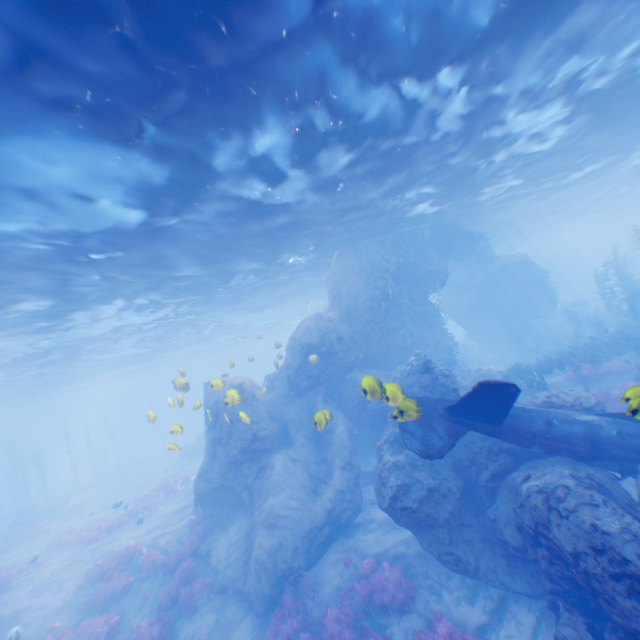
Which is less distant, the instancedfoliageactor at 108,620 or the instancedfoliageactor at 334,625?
the instancedfoliageactor at 334,625

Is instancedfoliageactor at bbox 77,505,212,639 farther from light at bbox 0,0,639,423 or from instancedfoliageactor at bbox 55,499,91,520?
instancedfoliageactor at bbox 55,499,91,520

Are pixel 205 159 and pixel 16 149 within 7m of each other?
yes

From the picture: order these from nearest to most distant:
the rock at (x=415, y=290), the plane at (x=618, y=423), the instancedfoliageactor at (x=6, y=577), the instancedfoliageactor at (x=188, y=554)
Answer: the rock at (x=415, y=290)
the plane at (x=618, y=423)
the instancedfoliageactor at (x=188, y=554)
the instancedfoliageactor at (x=6, y=577)

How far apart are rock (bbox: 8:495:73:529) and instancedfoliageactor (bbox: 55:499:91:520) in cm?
253

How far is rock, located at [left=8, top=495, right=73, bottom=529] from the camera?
26.7 meters

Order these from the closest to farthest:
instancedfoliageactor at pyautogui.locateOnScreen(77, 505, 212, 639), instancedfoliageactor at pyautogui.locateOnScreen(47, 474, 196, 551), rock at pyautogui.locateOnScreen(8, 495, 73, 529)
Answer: instancedfoliageactor at pyautogui.locateOnScreen(77, 505, 212, 639), instancedfoliageactor at pyautogui.locateOnScreen(47, 474, 196, 551), rock at pyautogui.locateOnScreen(8, 495, 73, 529)

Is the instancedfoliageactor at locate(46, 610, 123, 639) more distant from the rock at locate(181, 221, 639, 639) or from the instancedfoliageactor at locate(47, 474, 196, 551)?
the instancedfoliageactor at locate(47, 474, 196, 551)
